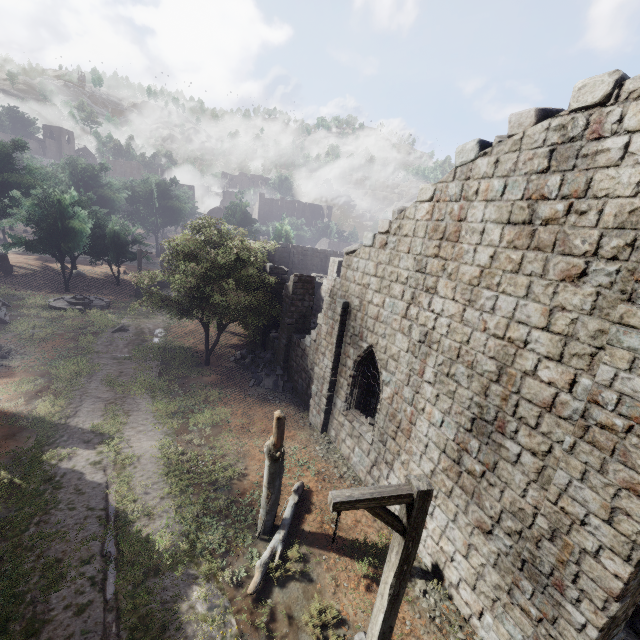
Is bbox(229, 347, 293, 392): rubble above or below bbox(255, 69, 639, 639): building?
below

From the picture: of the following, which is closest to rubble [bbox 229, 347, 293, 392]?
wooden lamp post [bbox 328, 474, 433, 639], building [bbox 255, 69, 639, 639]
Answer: building [bbox 255, 69, 639, 639]

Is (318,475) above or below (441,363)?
below

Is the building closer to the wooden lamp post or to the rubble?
the rubble

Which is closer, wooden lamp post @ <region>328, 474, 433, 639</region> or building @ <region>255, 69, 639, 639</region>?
wooden lamp post @ <region>328, 474, 433, 639</region>

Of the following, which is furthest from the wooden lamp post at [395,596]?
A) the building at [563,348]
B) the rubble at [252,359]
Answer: the rubble at [252,359]

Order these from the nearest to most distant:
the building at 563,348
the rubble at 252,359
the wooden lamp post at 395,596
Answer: the wooden lamp post at 395,596, the building at 563,348, the rubble at 252,359
